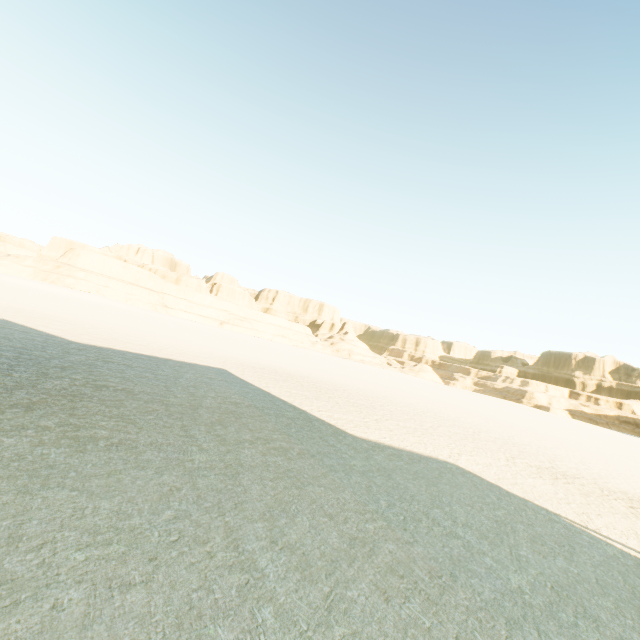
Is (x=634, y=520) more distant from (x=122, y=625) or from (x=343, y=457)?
(x=122, y=625)
